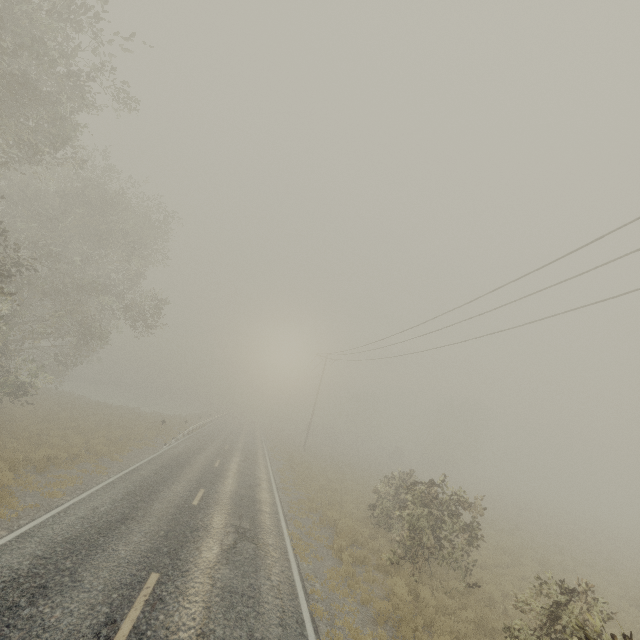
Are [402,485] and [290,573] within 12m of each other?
yes
